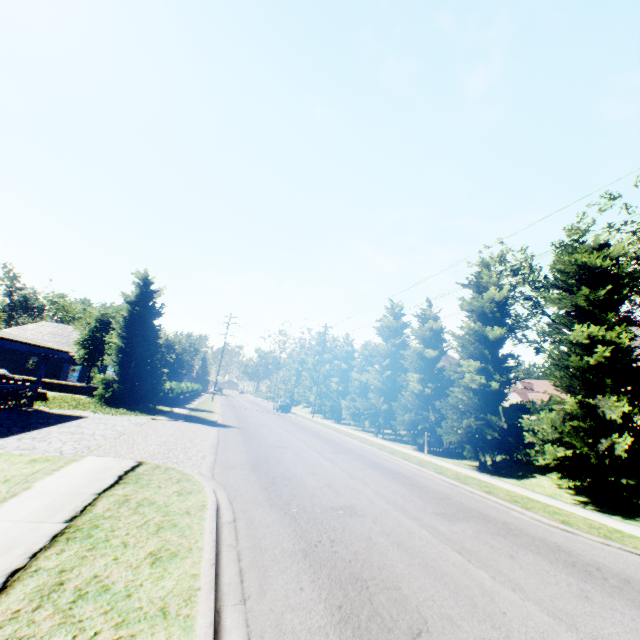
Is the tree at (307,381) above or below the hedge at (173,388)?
above

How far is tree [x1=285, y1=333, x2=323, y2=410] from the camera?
47.34m

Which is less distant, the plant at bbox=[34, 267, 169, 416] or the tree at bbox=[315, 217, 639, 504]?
the tree at bbox=[315, 217, 639, 504]

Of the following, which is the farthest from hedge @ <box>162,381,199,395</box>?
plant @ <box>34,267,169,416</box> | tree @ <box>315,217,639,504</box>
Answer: plant @ <box>34,267,169,416</box>

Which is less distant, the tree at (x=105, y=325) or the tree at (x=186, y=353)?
the tree at (x=105, y=325)

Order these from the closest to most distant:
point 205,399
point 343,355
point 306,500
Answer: point 306,500, point 343,355, point 205,399
